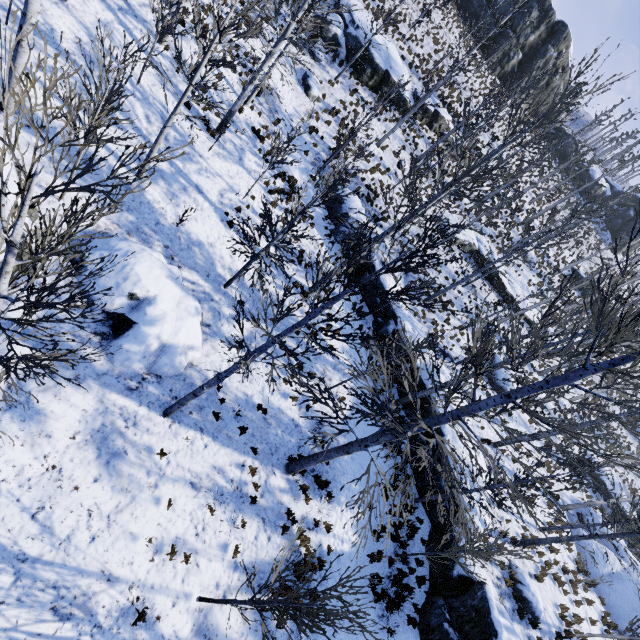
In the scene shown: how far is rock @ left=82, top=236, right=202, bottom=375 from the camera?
8.3m

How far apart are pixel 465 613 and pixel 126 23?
24.0 meters

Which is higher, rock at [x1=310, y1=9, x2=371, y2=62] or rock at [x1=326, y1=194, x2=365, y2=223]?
rock at [x1=310, y1=9, x2=371, y2=62]

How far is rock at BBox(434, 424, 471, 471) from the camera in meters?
13.8 m

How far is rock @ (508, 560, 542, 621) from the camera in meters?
12.5 m

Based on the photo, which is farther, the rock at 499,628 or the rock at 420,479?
the rock at 420,479

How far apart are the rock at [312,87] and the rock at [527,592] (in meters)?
26.82

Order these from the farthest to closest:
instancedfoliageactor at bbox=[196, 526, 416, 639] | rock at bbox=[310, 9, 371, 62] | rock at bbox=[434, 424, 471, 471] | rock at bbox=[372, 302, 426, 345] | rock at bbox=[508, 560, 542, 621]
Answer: rock at bbox=[310, 9, 371, 62], rock at bbox=[372, 302, 426, 345], rock at bbox=[434, 424, 471, 471], rock at bbox=[508, 560, 542, 621], instancedfoliageactor at bbox=[196, 526, 416, 639]
